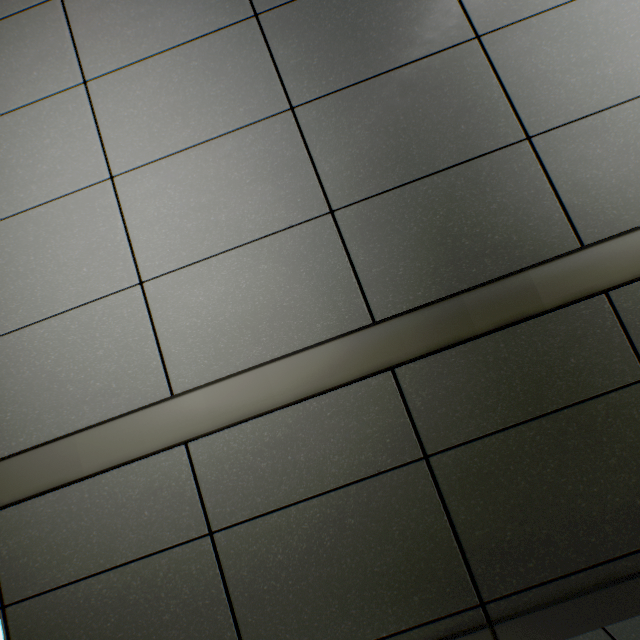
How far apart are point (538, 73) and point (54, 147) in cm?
204
